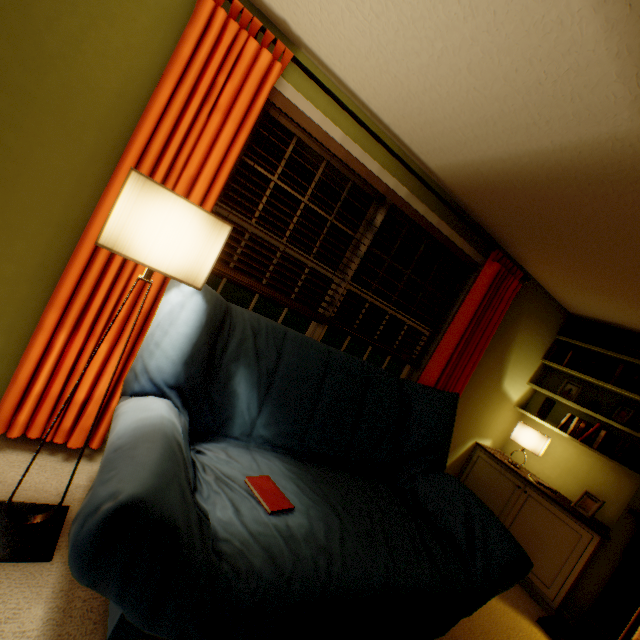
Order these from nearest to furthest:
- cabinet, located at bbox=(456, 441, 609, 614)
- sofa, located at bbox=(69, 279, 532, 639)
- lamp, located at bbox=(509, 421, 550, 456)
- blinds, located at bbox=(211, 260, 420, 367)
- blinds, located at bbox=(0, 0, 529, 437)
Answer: sofa, located at bbox=(69, 279, 532, 639), blinds, located at bbox=(0, 0, 529, 437), blinds, located at bbox=(211, 260, 420, 367), cabinet, located at bbox=(456, 441, 609, 614), lamp, located at bbox=(509, 421, 550, 456)

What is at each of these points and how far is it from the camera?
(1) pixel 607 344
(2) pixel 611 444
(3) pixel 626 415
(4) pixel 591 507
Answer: (1) box, 3.13m
(2) book set, 2.89m
(3) photo frame, 2.90m
(4) photo frame, 2.72m

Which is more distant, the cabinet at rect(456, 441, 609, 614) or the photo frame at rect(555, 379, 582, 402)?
the photo frame at rect(555, 379, 582, 402)

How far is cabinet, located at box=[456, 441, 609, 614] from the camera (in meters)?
2.54

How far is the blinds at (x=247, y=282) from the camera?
1.96m

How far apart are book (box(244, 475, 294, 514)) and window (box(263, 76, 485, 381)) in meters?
1.0

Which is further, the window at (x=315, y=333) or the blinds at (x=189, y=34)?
the window at (x=315, y=333)

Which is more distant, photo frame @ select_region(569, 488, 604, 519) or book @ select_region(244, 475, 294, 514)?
photo frame @ select_region(569, 488, 604, 519)
